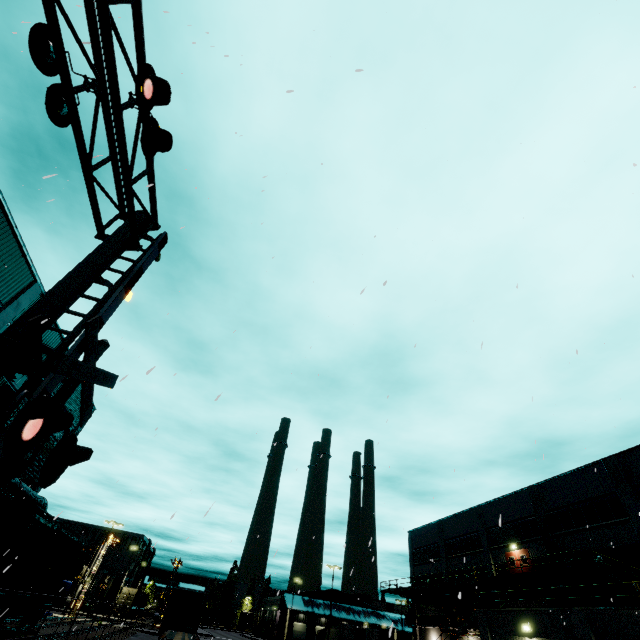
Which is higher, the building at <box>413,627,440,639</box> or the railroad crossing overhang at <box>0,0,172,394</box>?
the railroad crossing overhang at <box>0,0,172,394</box>

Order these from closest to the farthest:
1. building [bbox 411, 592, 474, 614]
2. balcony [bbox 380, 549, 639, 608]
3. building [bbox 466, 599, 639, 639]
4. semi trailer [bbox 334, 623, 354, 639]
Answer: building [bbox 466, 599, 639, 639] → balcony [bbox 380, 549, 639, 608] → building [bbox 411, 592, 474, 614] → semi trailer [bbox 334, 623, 354, 639]

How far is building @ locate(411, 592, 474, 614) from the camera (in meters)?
34.91

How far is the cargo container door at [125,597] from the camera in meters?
58.4

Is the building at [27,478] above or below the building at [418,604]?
above

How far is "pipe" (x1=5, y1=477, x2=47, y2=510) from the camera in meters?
20.1 m

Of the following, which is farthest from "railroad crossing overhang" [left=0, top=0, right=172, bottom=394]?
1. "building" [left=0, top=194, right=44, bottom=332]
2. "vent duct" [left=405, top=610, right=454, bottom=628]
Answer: "vent duct" [left=405, top=610, right=454, bottom=628]

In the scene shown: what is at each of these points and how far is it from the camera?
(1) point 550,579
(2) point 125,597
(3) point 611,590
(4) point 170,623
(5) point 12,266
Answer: (1) balcony, 26.27m
(2) cargo container door, 58.97m
(3) building, 22.69m
(4) semi trailer, 24.53m
(5) building, 17.19m
